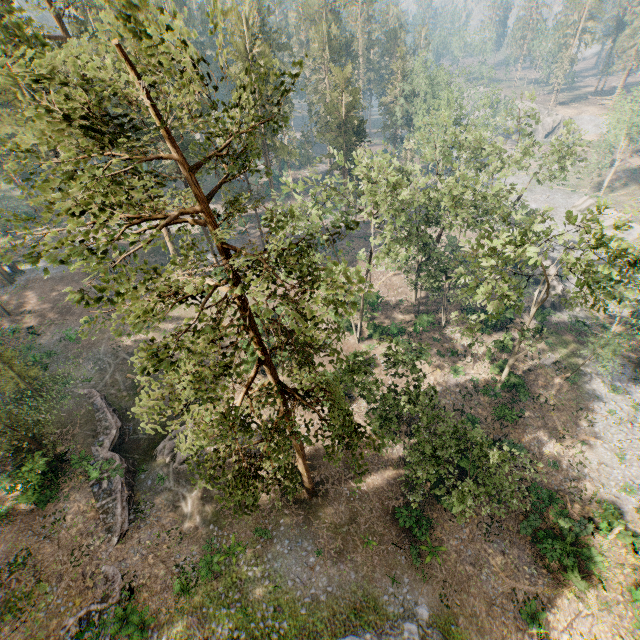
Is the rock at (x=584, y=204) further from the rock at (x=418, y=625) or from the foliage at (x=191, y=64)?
the rock at (x=418, y=625)

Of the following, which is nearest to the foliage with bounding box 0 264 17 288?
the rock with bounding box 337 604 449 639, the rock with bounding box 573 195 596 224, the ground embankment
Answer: the rock with bounding box 337 604 449 639

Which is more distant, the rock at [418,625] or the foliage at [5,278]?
the foliage at [5,278]

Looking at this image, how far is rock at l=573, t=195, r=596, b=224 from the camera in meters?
58.5 m

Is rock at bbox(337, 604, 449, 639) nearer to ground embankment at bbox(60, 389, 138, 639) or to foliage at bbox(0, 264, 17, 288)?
foliage at bbox(0, 264, 17, 288)

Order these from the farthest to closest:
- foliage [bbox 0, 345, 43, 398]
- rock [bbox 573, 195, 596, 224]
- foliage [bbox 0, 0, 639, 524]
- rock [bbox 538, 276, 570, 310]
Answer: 1. rock [bbox 573, 195, 596, 224]
2. rock [bbox 538, 276, 570, 310]
3. foliage [bbox 0, 345, 43, 398]
4. foliage [bbox 0, 0, 639, 524]

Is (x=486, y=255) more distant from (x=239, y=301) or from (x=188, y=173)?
(x=188, y=173)
